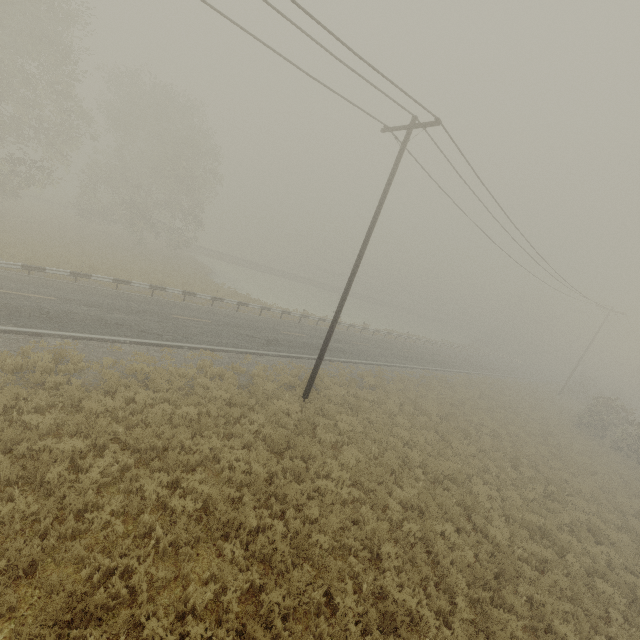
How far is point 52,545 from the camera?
5.47m

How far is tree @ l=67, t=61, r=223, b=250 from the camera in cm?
3027

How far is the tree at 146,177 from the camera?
30.3m
